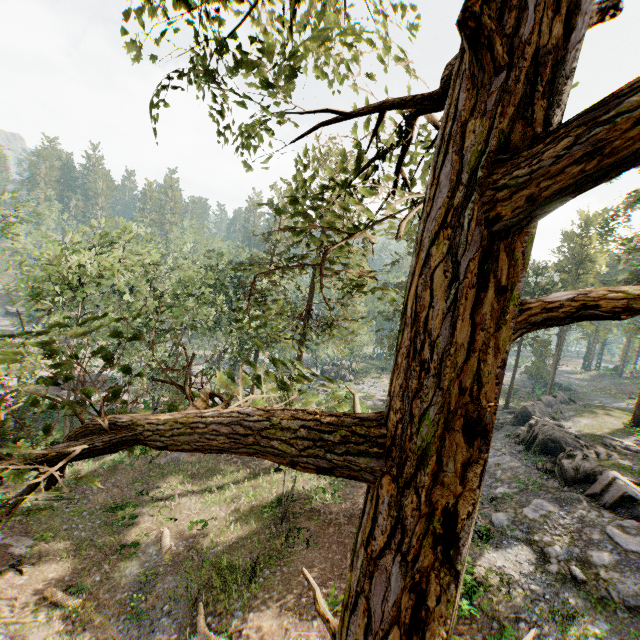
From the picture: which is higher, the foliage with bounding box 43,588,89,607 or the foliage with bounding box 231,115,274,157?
the foliage with bounding box 231,115,274,157

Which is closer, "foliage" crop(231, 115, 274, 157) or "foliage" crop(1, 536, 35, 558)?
"foliage" crop(231, 115, 274, 157)

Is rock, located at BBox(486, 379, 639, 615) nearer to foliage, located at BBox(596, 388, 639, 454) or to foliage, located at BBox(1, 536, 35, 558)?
foliage, located at BBox(596, 388, 639, 454)

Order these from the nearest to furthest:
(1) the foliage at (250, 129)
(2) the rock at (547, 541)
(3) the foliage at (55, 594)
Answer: (1) the foliage at (250, 129)
(2) the rock at (547, 541)
(3) the foliage at (55, 594)

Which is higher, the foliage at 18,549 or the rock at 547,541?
the rock at 547,541

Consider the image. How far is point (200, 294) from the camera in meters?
38.8

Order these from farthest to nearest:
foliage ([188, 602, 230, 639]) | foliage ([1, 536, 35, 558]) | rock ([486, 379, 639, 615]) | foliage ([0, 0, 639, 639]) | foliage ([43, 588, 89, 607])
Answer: foliage ([1, 536, 35, 558])
foliage ([43, 588, 89, 607])
rock ([486, 379, 639, 615])
foliage ([188, 602, 230, 639])
foliage ([0, 0, 639, 639])
